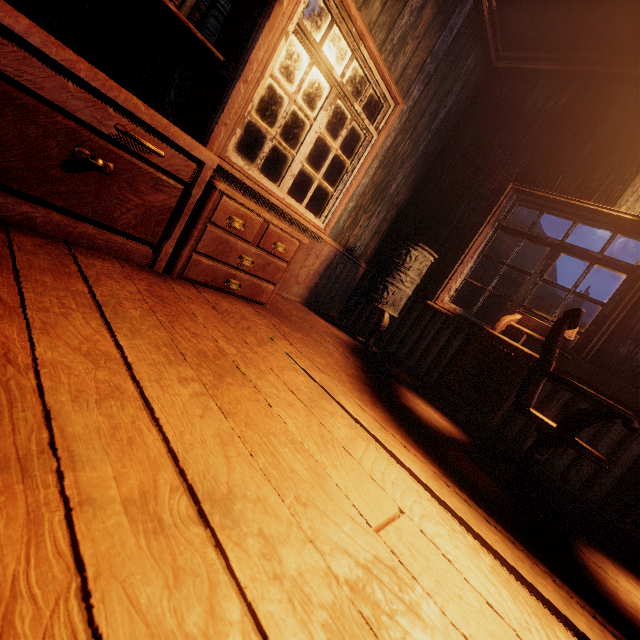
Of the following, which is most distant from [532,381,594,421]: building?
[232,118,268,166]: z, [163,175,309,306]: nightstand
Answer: [163,175,309,306]: nightstand

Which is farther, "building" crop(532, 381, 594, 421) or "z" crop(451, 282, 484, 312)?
"z" crop(451, 282, 484, 312)

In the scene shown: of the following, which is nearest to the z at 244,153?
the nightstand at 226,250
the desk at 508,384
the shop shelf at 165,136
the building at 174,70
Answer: the building at 174,70

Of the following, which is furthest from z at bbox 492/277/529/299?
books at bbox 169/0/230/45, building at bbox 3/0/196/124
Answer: books at bbox 169/0/230/45

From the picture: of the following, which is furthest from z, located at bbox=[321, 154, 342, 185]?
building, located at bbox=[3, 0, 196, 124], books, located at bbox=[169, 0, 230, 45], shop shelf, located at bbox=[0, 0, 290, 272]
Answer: books, located at bbox=[169, 0, 230, 45]

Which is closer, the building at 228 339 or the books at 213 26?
the building at 228 339

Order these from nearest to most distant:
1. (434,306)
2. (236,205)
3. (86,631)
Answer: (86,631) < (236,205) < (434,306)

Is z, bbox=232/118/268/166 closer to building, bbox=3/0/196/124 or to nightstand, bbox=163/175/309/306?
building, bbox=3/0/196/124
